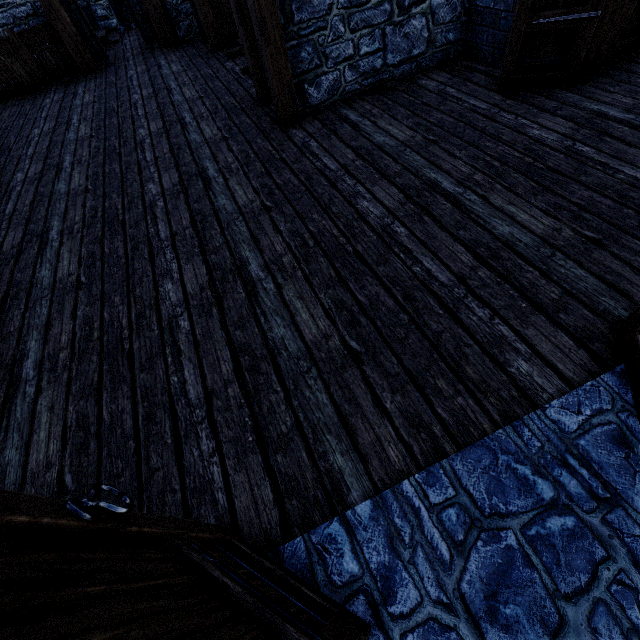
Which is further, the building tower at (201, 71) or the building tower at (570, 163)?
the building tower at (201, 71)

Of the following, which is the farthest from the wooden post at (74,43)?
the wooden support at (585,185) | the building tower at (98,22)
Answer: the wooden support at (585,185)

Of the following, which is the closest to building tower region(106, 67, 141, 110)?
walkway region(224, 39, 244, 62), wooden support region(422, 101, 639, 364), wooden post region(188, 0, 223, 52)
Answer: wooden support region(422, 101, 639, 364)

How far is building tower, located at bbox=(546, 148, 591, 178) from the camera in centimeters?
287cm

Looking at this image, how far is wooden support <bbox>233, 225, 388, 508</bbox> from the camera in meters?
1.7

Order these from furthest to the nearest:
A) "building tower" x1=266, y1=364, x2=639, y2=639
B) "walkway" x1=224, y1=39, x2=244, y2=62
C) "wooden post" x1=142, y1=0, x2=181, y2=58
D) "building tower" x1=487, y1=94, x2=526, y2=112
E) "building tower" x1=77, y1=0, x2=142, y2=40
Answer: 1. "building tower" x1=77, y1=0, x2=142, y2=40
2. "wooden post" x1=142, y1=0, x2=181, y2=58
3. "walkway" x1=224, y1=39, x2=244, y2=62
4. "building tower" x1=487, y1=94, x2=526, y2=112
5. "building tower" x1=266, y1=364, x2=639, y2=639

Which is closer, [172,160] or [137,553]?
[137,553]

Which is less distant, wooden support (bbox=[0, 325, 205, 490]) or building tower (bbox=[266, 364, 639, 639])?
building tower (bbox=[266, 364, 639, 639])
